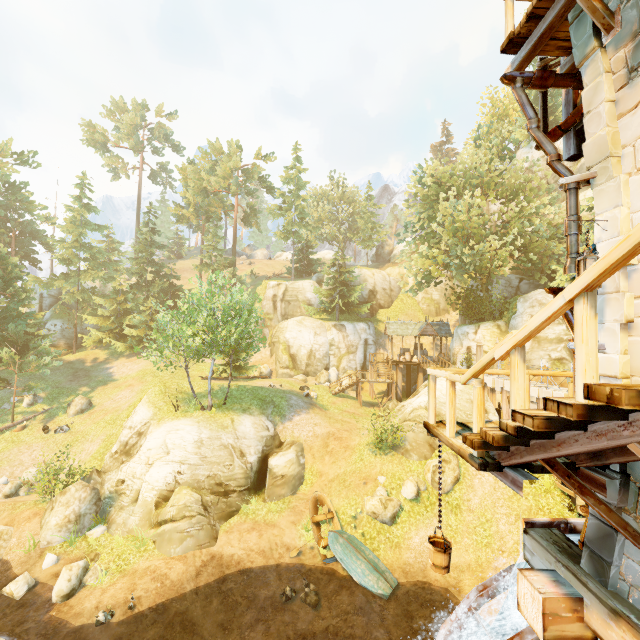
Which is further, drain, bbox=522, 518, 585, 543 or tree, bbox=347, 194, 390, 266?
tree, bbox=347, 194, 390, 266

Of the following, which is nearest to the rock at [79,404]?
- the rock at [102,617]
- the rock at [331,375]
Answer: the rock at [102,617]

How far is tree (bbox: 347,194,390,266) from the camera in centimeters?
5092cm

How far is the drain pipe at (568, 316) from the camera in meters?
4.1 m

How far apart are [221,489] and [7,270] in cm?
2896

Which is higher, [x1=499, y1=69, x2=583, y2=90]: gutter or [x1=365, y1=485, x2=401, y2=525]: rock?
[x1=499, y1=69, x2=583, y2=90]: gutter

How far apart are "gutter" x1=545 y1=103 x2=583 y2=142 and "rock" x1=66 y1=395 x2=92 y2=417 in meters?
34.3 m

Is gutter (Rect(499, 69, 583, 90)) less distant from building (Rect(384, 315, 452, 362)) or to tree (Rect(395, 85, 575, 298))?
tree (Rect(395, 85, 575, 298))
